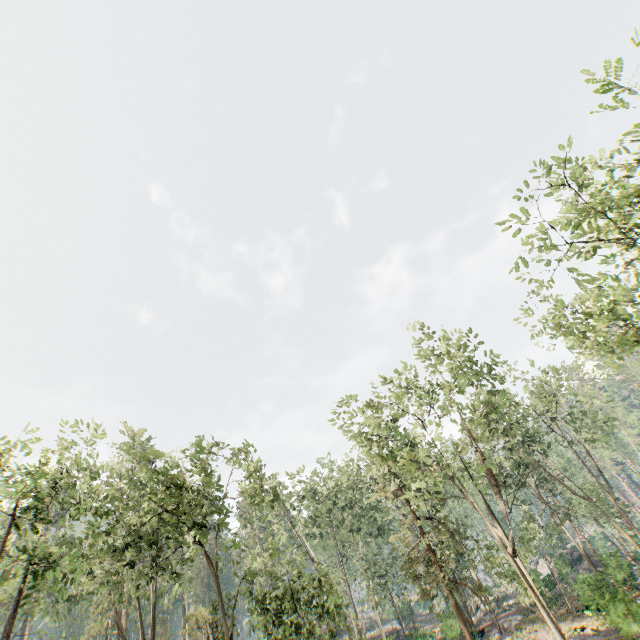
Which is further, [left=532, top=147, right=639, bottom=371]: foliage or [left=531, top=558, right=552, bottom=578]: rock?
[left=531, top=558, right=552, bottom=578]: rock

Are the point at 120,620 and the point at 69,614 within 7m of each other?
yes

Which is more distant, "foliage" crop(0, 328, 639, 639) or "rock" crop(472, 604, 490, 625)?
"rock" crop(472, 604, 490, 625)

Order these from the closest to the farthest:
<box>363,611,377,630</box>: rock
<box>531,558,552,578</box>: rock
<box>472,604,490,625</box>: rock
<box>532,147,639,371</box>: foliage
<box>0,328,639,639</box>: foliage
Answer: <box>532,147,639,371</box>: foliage < <box>0,328,639,639</box>: foliage < <box>531,558,552,578</box>: rock < <box>472,604,490,625</box>: rock < <box>363,611,377,630</box>: rock

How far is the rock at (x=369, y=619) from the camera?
52.3 meters

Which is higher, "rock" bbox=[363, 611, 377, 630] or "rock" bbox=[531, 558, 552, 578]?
"rock" bbox=[363, 611, 377, 630]

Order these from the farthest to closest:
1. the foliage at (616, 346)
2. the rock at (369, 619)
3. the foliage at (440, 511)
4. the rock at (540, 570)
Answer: the rock at (369, 619)
the rock at (540, 570)
the foliage at (440, 511)
the foliage at (616, 346)

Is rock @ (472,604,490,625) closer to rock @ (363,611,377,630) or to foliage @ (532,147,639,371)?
foliage @ (532,147,639,371)
